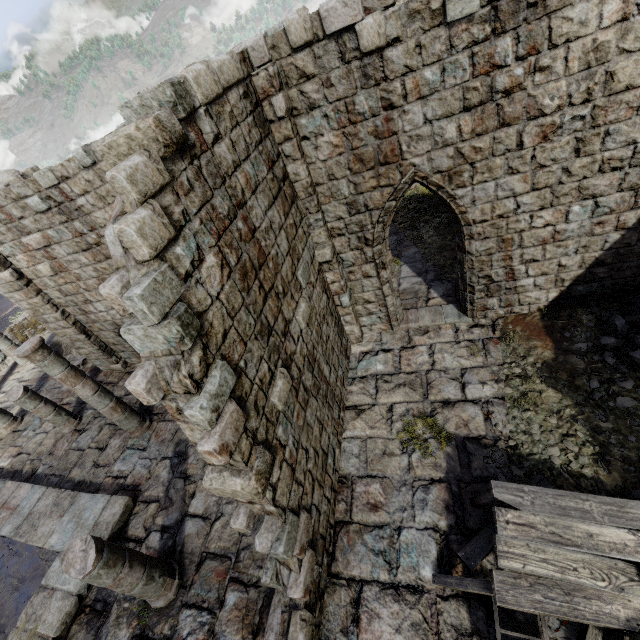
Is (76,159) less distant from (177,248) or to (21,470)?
(177,248)

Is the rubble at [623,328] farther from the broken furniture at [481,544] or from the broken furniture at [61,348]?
the broken furniture at [61,348]

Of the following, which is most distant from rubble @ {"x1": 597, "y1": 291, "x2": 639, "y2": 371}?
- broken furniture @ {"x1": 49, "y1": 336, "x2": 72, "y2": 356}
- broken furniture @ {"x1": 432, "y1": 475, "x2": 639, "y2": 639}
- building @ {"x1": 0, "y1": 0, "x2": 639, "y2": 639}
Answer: broken furniture @ {"x1": 49, "y1": 336, "x2": 72, "y2": 356}

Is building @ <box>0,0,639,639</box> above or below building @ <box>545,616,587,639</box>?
above

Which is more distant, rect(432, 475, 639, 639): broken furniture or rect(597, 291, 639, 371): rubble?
rect(597, 291, 639, 371): rubble

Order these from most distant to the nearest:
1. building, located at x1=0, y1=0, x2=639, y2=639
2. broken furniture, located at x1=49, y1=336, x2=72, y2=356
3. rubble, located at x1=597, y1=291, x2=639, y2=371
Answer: broken furniture, located at x1=49, y1=336, x2=72, y2=356 < rubble, located at x1=597, y1=291, x2=639, y2=371 < building, located at x1=0, y1=0, x2=639, y2=639

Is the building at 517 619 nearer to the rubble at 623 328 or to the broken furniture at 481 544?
the rubble at 623 328

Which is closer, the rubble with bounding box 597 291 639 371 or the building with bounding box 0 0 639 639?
the building with bounding box 0 0 639 639
